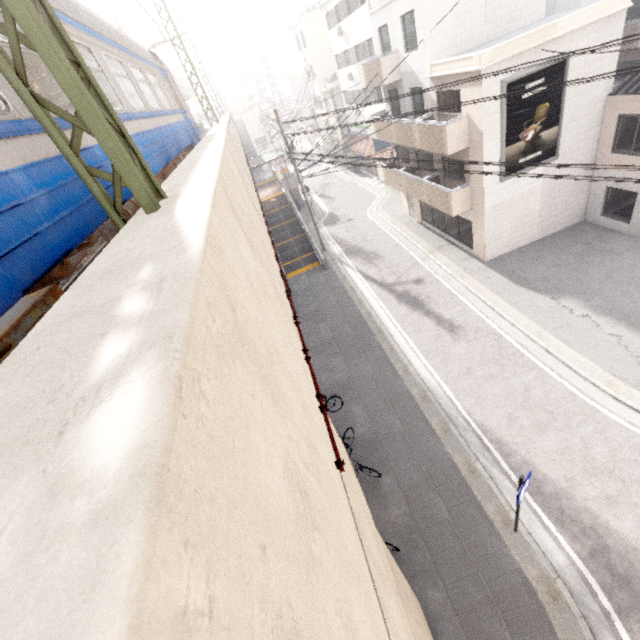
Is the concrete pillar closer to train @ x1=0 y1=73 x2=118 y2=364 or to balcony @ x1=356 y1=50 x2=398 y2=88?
train @ x1=0 y1=73 x2=118 y2=364

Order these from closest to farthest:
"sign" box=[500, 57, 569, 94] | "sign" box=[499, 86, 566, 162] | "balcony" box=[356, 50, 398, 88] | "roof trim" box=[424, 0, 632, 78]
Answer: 1. "roof trim" box=[424, 0, 632, 78]
2. "sign" box=[500, 57, 569, 94]
3. "sign" box=[499, 86, 566, 162]
4. "balcony" box=[356, 50, 398, 88]

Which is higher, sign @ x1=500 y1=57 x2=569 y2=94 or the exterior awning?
sign @ x1=500 y1=57 x2=569 y2=94

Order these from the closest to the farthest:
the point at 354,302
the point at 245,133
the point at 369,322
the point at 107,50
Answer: the point at 107,50 < the point at 369,322 < the point at 354,302 < the point at 245,133

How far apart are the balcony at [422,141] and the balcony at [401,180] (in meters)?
1.58

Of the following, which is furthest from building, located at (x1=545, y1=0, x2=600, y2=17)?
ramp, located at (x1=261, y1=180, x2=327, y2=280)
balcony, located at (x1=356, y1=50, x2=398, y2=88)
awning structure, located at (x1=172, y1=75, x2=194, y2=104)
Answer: awning structure, located at (x1=172, y1=75, x2=194, y2=104)

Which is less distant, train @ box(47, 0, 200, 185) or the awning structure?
train @ box(47, 0, 200, 185)

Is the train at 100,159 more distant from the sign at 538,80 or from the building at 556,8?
the building at 556,8
